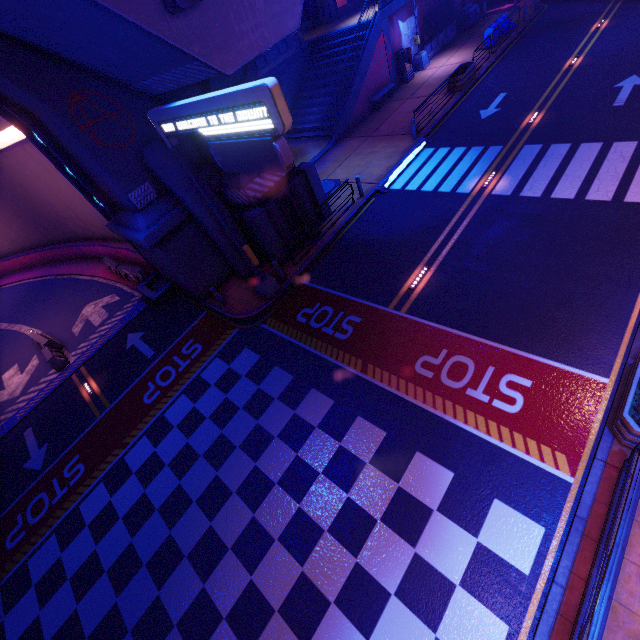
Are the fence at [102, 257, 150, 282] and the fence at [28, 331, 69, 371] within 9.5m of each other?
yes

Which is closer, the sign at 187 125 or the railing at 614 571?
the railing at 614 571

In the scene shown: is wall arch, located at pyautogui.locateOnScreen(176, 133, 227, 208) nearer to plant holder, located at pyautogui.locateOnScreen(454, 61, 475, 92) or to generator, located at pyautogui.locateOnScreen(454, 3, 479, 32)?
plant holder, located at pyautogui.locateOnScreen(454, 61, 475, 92)

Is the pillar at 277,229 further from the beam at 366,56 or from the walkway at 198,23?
the beam at 366,56

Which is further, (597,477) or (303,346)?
(303,346)

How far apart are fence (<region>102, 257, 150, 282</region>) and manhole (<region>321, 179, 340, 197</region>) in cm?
988

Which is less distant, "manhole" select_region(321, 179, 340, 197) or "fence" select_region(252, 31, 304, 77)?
"manhole" select_region(321, 179, 340, 197)

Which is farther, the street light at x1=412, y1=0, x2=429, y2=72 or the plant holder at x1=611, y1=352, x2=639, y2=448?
the street light at x1=412, y1=0, x2=429, y2=72
